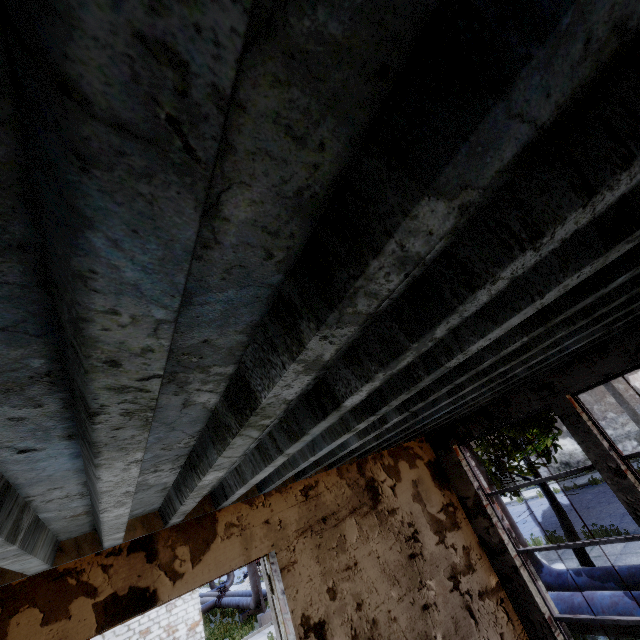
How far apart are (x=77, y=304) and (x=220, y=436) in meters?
1.2

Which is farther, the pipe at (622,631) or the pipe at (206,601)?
the pipe at (206,601)

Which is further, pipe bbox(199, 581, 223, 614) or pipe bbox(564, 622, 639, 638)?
pipe bbox(199, 581, 223, 614)

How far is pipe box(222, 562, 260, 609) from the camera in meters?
18.4 m

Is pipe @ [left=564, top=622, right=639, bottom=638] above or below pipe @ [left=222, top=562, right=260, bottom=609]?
below

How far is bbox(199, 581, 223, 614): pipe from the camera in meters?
25.0 m
